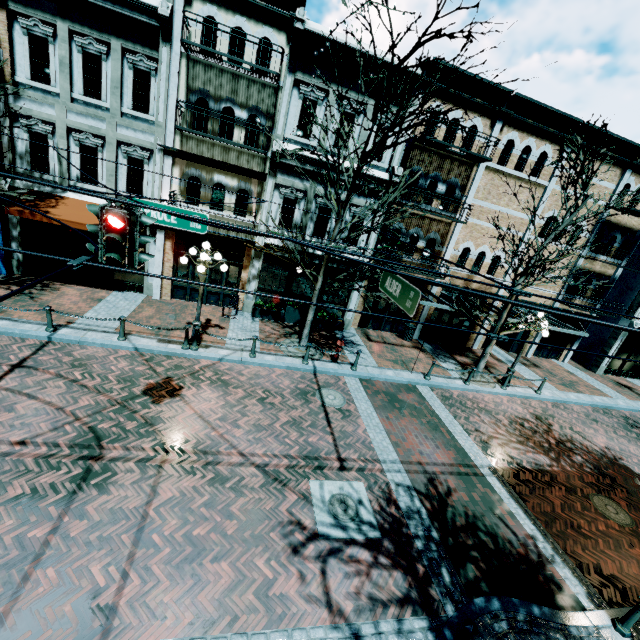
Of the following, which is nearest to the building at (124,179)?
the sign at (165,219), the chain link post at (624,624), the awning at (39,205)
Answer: the awning at (39,205)

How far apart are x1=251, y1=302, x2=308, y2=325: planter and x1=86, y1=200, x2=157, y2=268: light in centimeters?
929cm

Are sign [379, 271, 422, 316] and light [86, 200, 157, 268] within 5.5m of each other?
yes

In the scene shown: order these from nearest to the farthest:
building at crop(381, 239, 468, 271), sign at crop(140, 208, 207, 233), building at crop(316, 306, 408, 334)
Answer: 1. sign at crop(140, 208, 207, 233)
2. building at crop(381, 239, 468, 271)
3. building at crop(316, 306, 408, 334)

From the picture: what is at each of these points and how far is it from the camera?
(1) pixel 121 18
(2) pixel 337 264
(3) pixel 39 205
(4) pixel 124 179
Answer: (1) building, 10.9m
(2) building, 15.2m
(3) awning, 11.4m
(4) building, 12.6m

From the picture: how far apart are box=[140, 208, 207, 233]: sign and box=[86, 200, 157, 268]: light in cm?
213

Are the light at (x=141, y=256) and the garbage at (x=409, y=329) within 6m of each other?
no

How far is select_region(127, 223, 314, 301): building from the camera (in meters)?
13.63
